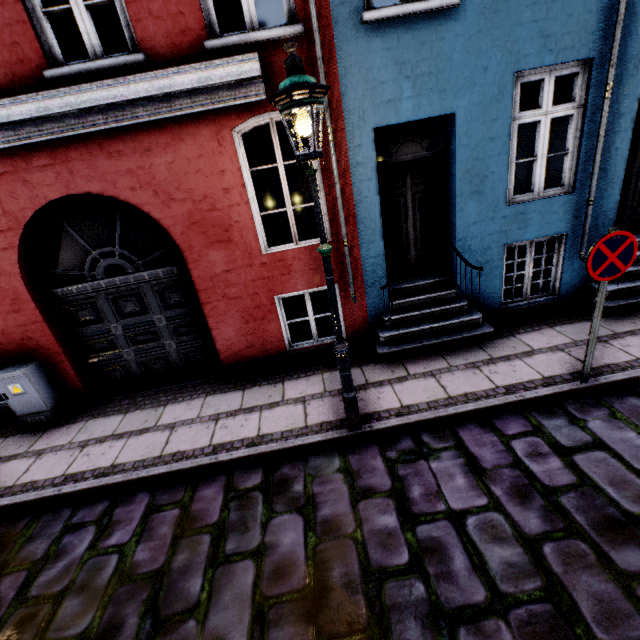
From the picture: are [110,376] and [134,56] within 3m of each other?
no

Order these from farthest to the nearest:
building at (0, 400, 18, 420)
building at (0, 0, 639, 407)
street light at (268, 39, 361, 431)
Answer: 1. building at (0, 400, 18, 420)
2. building at (0, 0, 639, 407)
3. street light at (268, 39, 361, 431)

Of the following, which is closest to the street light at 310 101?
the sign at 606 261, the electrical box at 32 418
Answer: the sign at 606 261

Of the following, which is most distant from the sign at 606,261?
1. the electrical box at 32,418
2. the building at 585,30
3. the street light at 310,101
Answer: the electrical box at 32,418

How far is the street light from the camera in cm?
253

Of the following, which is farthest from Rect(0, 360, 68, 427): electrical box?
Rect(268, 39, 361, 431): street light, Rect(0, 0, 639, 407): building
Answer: Rect(268, 39, 361, 431): street light

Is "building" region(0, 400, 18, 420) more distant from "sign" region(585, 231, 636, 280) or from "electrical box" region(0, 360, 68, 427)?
"sign" region(585, 231, 636, 280)
